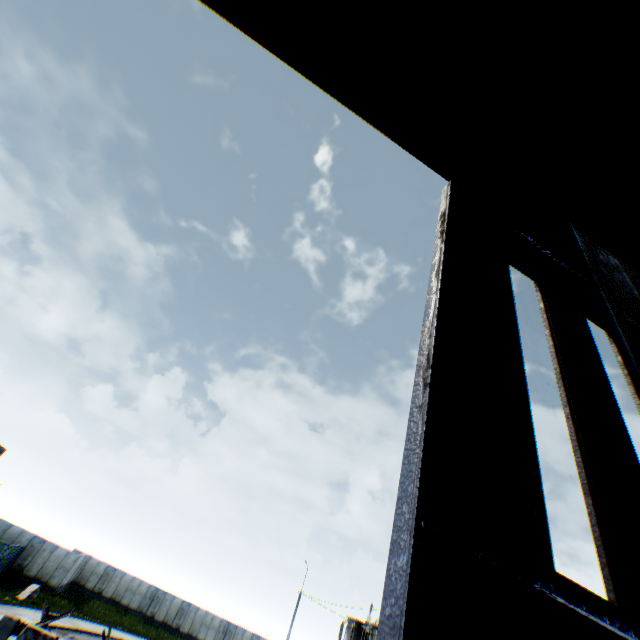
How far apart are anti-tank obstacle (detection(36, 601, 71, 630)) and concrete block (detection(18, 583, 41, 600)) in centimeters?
875cm

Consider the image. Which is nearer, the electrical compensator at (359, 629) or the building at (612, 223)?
the building at (612, 223)

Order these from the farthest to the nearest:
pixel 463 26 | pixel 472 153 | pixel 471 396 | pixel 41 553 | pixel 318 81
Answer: pixel 41 553 → pixel 463 26 → pixel 472 153 → pixel 318 81 → pixel 471 396

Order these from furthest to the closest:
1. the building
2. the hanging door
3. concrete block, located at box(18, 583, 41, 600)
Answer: concrete block, located at box(18, 583, 41, 600) < the building < the hanging door

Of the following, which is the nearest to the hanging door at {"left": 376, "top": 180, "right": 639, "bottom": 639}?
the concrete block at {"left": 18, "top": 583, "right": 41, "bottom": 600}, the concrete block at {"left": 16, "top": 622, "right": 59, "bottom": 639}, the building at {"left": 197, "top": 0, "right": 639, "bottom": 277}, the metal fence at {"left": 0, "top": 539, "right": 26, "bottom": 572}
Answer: the building at {"left": 197, "top": 0, "right": 639, "bottom": 277}

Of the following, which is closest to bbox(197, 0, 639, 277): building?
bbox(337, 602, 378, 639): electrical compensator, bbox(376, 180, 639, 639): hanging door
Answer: bbox(376, 180, 639, 639): hanging door

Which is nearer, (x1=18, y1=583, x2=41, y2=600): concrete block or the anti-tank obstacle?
the anti-tank obstacle

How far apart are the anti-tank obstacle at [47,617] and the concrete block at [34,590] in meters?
8.8
